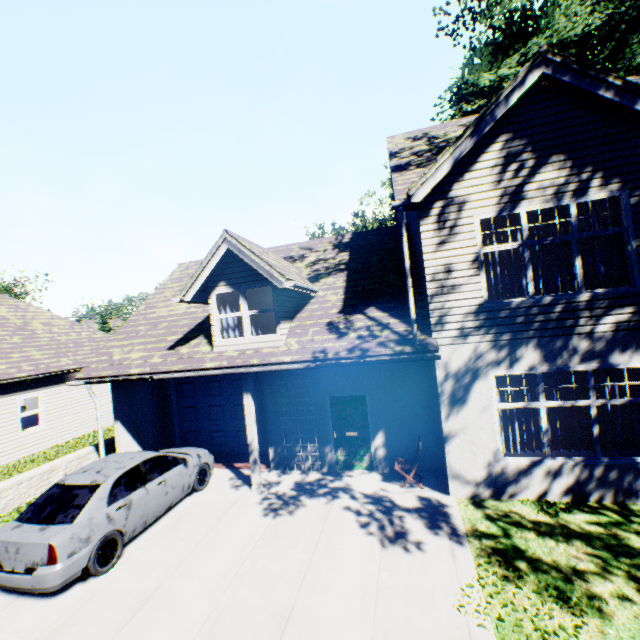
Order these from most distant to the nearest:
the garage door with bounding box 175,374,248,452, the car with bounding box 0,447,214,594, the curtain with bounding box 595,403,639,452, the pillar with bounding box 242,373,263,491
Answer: the garage door with bounding box 175,374,248,452, the pillar with bounding box 242,373,263,491, the curtain with bounding box 595,403,639,452, the car with bounding box 0,447,214,594

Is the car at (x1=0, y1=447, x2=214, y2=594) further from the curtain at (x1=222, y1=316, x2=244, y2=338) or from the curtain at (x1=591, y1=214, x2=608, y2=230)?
the curtain at (x1=591, y1=214, x2=608, y2=230)

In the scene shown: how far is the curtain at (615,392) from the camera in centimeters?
678cm

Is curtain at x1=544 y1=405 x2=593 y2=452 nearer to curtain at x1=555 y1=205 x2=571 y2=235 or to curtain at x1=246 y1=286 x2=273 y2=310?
curtain at x1=555 y1=205 x2=571 y2=235

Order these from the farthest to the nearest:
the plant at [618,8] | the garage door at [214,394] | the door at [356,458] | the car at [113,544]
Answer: the plant at [618,8], the garage door at [214,394], the door at [356,458], the car at [113,544]

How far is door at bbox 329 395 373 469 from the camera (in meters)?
9.17

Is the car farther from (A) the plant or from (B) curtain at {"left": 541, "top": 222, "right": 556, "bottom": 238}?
(A) the plant

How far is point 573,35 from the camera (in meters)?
27.38
